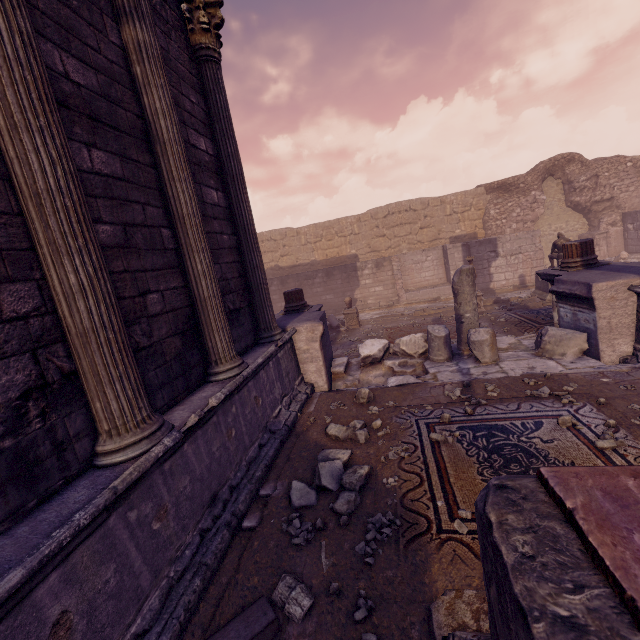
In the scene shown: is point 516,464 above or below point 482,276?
below

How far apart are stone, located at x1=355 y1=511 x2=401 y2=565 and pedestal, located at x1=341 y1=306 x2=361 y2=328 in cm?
1018

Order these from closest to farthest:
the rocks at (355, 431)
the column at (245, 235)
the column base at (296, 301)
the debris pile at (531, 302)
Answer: the rocks at (355, 431), the column at (245, 235), the column base at (296, 301), the debris pile at (531, 302)

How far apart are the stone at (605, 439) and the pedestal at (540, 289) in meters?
9.0

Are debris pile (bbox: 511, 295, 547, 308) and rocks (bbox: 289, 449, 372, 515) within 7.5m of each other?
no

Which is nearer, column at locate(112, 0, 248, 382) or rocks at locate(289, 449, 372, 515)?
rocks at locate(289, 449, 372, 515)

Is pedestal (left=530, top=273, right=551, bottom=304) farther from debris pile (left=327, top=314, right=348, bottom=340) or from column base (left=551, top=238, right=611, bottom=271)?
debris pile (left=327, top=314, right=348, bottom=340)

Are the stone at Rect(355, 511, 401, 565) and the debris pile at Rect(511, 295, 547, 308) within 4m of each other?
no
